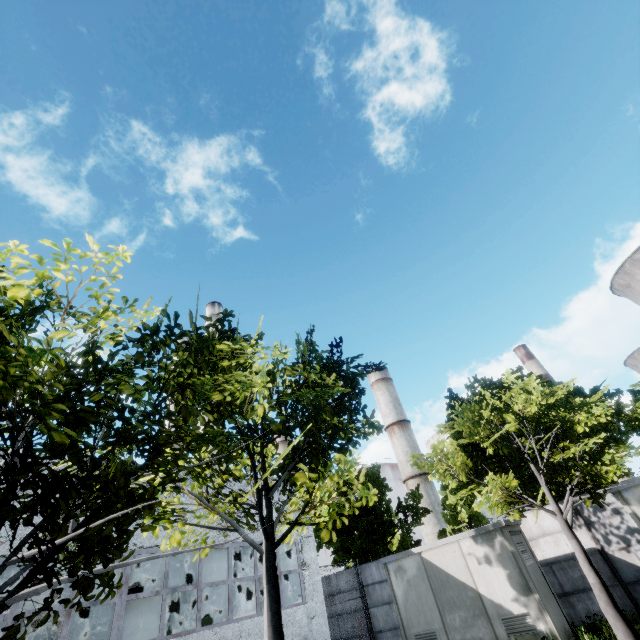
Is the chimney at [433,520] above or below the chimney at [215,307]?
below

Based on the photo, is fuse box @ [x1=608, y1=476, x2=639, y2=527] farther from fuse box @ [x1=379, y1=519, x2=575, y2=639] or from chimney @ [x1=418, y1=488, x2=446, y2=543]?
chimney @ [x1=418, y1=488, x2=446, y2=543]

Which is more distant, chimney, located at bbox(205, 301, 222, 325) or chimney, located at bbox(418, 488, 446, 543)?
chimney, located at bbox(418, 488, 446, 543)

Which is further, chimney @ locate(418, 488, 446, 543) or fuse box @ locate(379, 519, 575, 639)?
chimney @ locate(418, 488, 446, 543)

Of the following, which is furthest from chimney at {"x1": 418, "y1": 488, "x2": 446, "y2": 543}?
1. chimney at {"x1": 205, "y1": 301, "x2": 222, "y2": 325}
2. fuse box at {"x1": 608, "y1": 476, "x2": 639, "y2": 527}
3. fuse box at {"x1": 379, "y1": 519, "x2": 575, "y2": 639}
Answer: fuse box at {"x1": 608, "y1": 476, "x2": 639, "y2": 527}

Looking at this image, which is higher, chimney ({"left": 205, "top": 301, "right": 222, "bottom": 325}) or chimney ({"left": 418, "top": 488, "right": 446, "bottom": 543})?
chimney ({"left": 205, "top": 301, "right": 222, "bottom": 325})

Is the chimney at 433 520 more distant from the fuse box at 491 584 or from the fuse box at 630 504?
the fuse box at 630 504

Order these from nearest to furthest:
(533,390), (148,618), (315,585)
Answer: (533,390)
(315,585)
(148,618)
